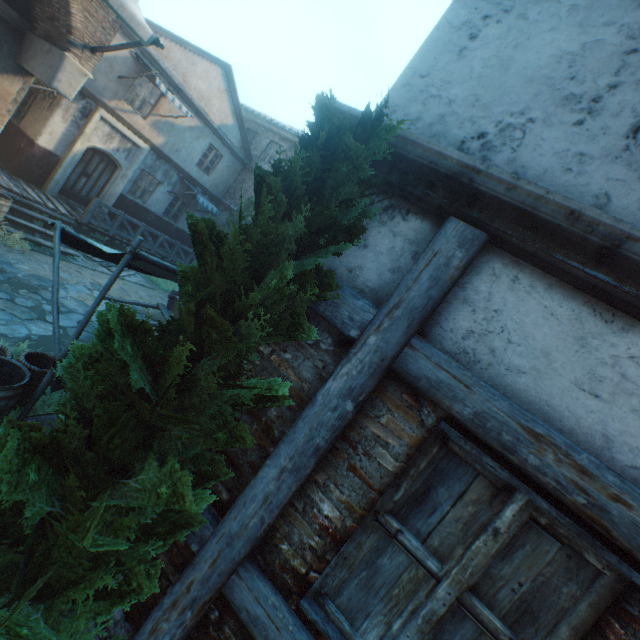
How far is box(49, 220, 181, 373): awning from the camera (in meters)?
3.97

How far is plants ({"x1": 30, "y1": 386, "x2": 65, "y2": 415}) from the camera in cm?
470

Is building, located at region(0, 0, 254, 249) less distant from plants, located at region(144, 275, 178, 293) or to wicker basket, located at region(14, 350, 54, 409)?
plants, located at region(144, 275, 178, 293)

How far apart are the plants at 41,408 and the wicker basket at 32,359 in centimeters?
1cm

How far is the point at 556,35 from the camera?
1.87m

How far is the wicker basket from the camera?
4.25m

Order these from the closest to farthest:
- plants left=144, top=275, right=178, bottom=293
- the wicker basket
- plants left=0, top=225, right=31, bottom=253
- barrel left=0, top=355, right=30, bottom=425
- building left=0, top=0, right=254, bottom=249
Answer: barrel left=0, top=355, right=30, bottom=425, the wicker basket, building left=0, top=0, right=254, bottom=249, plants left=0, top=225, right=31, bottom=253, plants left=144, top=275, right=178, bottom=293

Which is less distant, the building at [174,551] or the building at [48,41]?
the building at [174,551]
